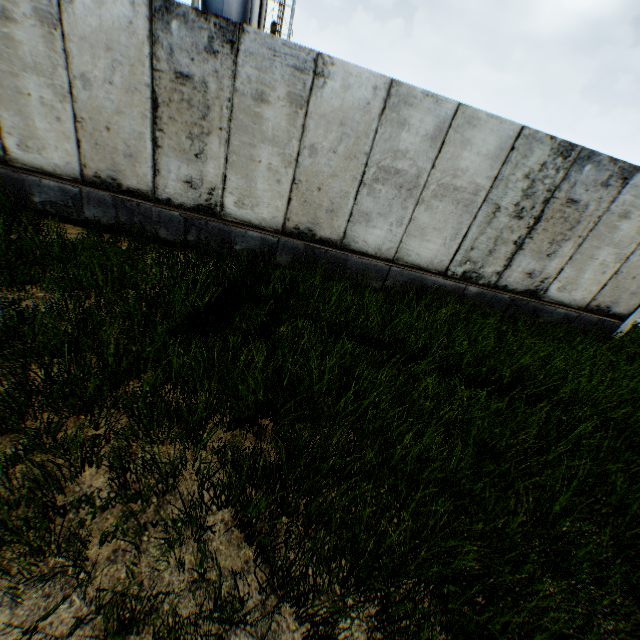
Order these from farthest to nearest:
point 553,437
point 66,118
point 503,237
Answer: point 503,237, point 66,118, point 553,437
